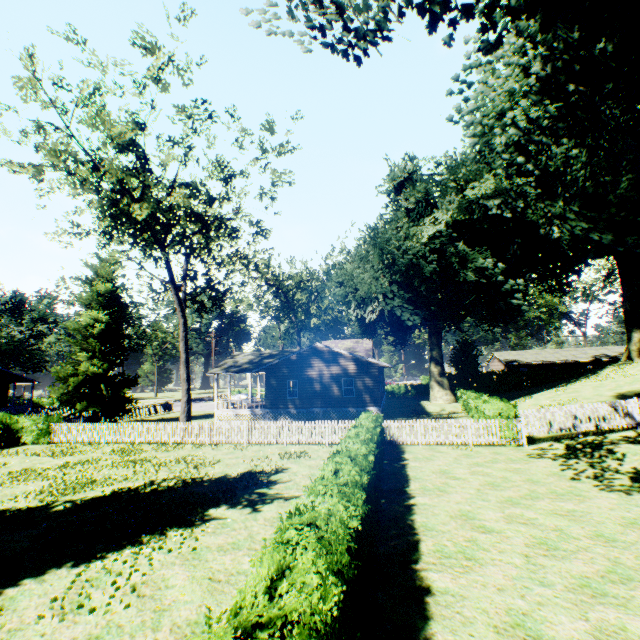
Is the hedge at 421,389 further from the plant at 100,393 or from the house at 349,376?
the house at 349,376

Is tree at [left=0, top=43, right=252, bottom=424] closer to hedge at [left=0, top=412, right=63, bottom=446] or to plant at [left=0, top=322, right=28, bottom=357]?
plant at [left=0, top=322, right=28, bottom=357]

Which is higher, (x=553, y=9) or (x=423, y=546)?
(x=553, y=9)

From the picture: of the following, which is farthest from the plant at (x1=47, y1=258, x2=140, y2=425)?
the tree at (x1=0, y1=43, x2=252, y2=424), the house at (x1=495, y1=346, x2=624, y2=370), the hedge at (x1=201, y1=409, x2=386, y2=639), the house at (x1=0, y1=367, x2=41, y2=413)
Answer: the house at (x1=0, y1=367, x2=41, y2=413)

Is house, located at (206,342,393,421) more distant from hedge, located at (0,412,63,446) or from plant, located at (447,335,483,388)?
hedge, located at (0,412,63,446)

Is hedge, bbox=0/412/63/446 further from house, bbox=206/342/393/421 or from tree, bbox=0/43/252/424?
tree, bbox=0/43/252/424

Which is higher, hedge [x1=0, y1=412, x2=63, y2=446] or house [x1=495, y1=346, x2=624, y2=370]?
house [x1=495, y1=346, x2=624, y2=370]

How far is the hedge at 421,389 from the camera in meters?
49.2 m
